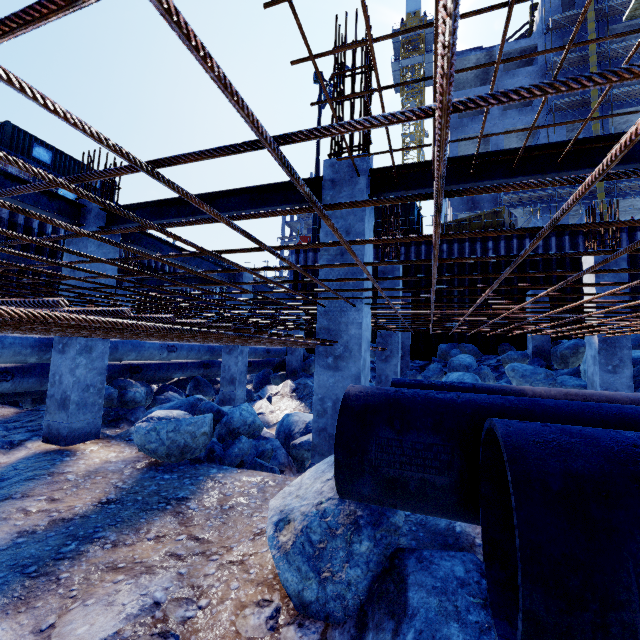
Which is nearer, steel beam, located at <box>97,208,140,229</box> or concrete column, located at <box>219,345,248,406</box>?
steel beam, located at <box>97,208,140,229</box>

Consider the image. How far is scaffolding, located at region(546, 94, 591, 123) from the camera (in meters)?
27.11

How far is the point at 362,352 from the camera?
4.0m

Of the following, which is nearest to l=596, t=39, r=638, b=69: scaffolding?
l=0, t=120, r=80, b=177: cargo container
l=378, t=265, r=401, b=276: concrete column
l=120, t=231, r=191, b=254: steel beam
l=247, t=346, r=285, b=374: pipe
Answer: l=247, t=346, r=285, b=374: pipe

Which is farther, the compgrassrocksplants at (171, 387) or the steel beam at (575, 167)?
the compgrassrocksplants at (171, 387)

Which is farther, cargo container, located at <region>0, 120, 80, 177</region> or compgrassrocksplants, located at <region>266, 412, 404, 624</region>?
cargo container, located at <region>0, 120, 80, 177</region>

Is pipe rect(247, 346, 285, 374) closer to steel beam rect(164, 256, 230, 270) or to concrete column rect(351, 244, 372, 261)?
steel beam rect(164, 256, 230, 270)

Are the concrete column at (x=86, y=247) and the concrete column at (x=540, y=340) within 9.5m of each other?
no
